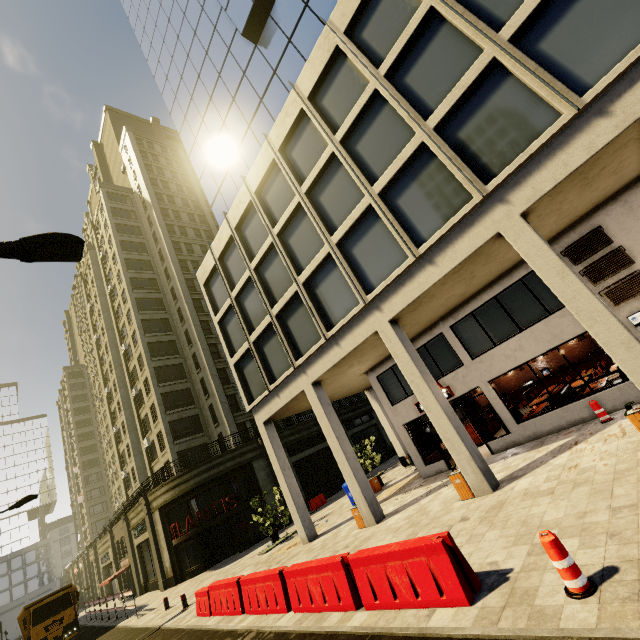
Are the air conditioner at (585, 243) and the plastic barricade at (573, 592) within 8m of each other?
no

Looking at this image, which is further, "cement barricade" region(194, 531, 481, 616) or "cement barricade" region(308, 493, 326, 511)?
"cement barricade" region(308, 493, 326, 511)

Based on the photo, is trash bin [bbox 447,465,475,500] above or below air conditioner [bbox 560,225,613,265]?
below

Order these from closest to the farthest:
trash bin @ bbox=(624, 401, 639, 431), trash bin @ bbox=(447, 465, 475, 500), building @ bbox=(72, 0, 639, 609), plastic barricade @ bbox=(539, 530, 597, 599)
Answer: plastic barricade @ bbox=(539, 530, 597, 599)
trash bin @ bbox=(624, 401, 639, 431)
building @ bbox=(72, 0, 639, 609)
trash bin @ bbox=(447, 465, 475, 500)

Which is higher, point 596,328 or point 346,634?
point 596,328

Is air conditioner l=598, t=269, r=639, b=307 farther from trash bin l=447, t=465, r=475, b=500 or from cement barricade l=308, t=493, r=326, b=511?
cement barricade l=308, t=493, r=326, b=511

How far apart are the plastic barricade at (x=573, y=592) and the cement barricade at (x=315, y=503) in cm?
2421

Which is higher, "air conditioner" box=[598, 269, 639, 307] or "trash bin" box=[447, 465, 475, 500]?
"air conditioner" box=[598, 269, 639, 307]
